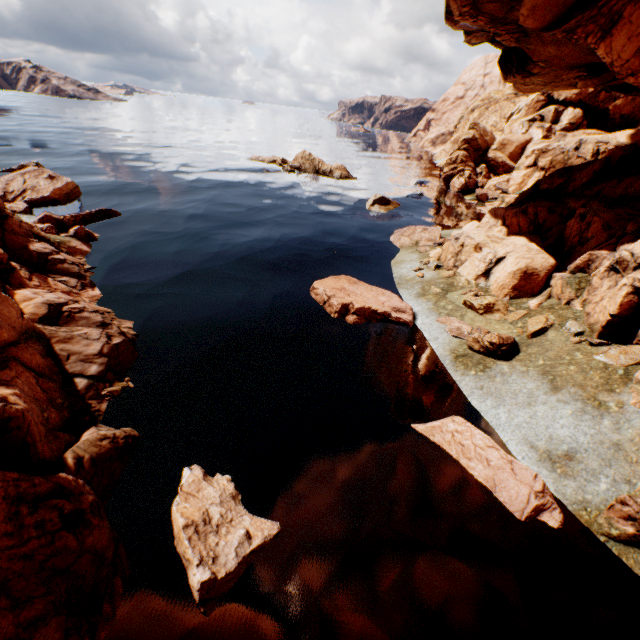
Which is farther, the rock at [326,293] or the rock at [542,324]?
the rock at [326,293]

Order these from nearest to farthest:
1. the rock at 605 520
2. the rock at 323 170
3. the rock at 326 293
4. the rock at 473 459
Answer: the rock at 605 520 → the rock at 473 459 → the rock at 326 293 → the rock at 323 170

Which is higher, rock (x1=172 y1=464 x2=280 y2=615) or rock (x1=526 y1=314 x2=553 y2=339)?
A: rock (x1=526 y1=314 x2=553 y2=339)

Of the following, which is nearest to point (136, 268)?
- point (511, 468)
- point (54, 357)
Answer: point (54, 357)

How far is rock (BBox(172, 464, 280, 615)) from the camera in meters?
6.1
